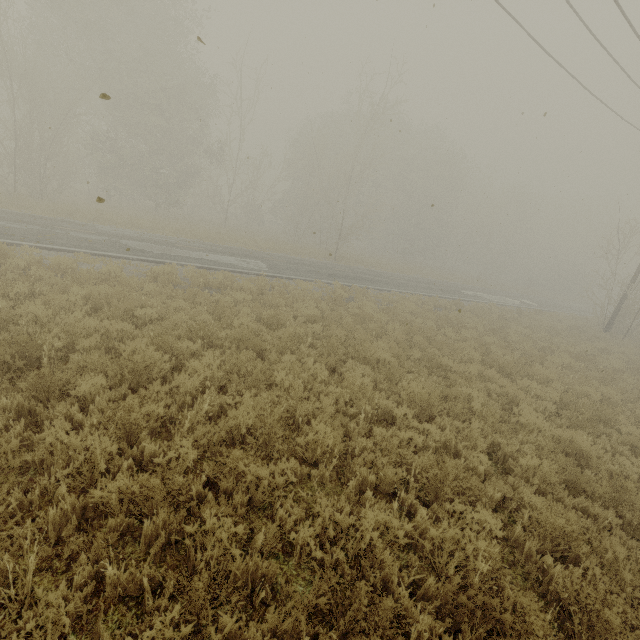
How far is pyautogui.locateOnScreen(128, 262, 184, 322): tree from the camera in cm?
808

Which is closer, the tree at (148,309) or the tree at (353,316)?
the tree at (353,316)

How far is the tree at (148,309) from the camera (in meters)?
8.08

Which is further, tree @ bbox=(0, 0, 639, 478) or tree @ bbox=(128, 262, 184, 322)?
tree @ bbox=(128, 262, 184, 322)

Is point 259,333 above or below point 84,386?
below
